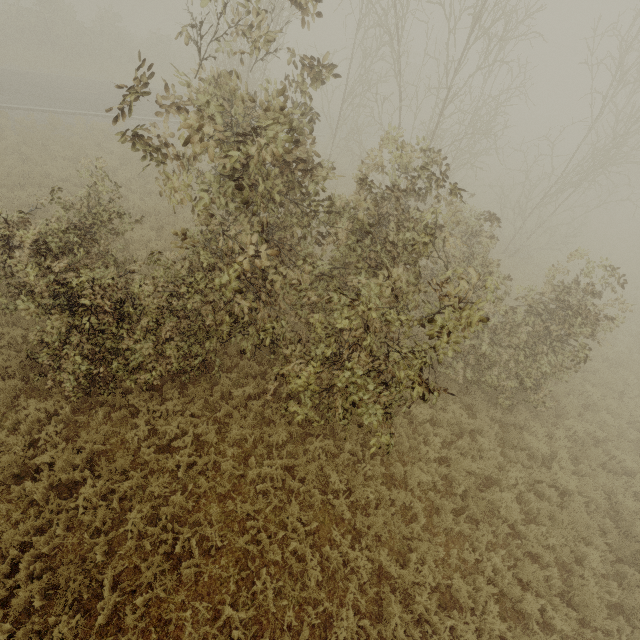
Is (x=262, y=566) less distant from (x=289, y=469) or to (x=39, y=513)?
(x=289, y=469)
